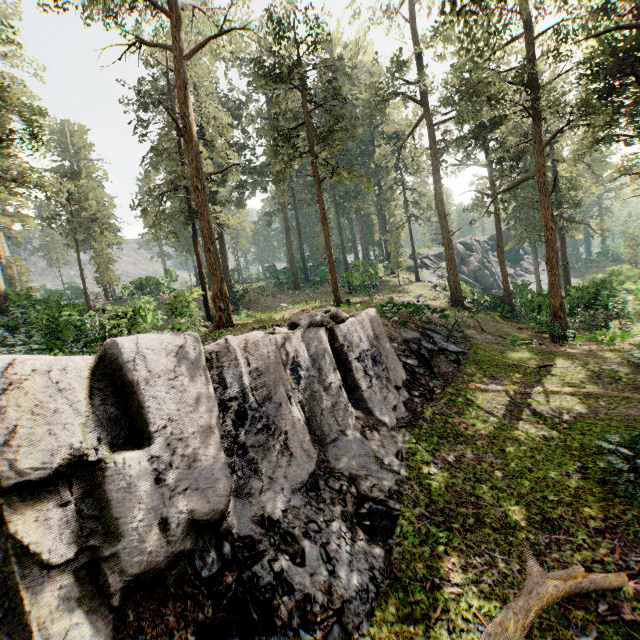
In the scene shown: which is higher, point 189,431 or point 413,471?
point 189,431

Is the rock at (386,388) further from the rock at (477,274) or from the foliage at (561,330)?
the rock at (477,274)

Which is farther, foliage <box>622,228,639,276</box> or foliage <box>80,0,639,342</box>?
foliage <box>622,228,639,276</box>

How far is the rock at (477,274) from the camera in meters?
48.4

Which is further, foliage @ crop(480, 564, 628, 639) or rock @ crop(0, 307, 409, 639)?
foliage @ crop(480, 564, 628, 639)

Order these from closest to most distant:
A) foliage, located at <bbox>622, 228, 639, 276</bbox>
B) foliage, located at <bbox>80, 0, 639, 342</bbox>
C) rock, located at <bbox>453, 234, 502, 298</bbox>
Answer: foliage, located at <bbox>80, 0, 639, 342</bbox>
rock, located at <bbox>453, 234, 502, 298</bbox>
foliage, located at <bbox>622, 228, 639, 276</bbox>

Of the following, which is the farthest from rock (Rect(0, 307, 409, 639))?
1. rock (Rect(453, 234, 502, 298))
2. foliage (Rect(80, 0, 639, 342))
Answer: rock (Rect(453, 234, 502, 298))
